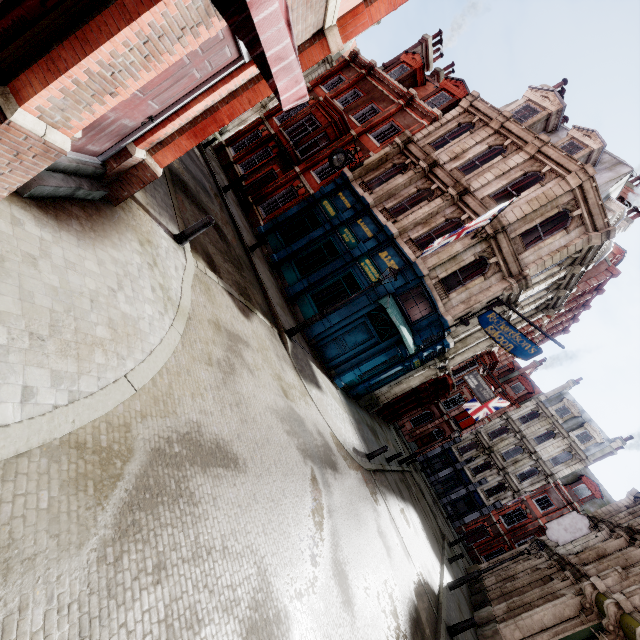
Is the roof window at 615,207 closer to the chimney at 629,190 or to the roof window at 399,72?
the chimney at 629,190

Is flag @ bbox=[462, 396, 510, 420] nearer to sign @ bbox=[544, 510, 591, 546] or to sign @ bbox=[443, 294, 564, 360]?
sign @ bbox=[443, 294, 564, 360]

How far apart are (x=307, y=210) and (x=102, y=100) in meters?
16.0

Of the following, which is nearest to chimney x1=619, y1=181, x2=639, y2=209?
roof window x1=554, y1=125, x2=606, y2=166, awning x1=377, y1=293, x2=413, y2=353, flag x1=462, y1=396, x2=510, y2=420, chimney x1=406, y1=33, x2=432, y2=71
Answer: roof window x1=554, y1=125, x2=606, y2=166

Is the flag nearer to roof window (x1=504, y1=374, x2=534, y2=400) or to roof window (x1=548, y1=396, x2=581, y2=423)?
roof window (x1=504, y1=374, x2=534, y2=400)

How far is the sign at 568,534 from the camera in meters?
18.7 m

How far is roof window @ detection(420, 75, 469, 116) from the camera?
19.0m

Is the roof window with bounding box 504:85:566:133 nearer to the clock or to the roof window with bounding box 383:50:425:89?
the roof window with bounding box 383:50:425:89
